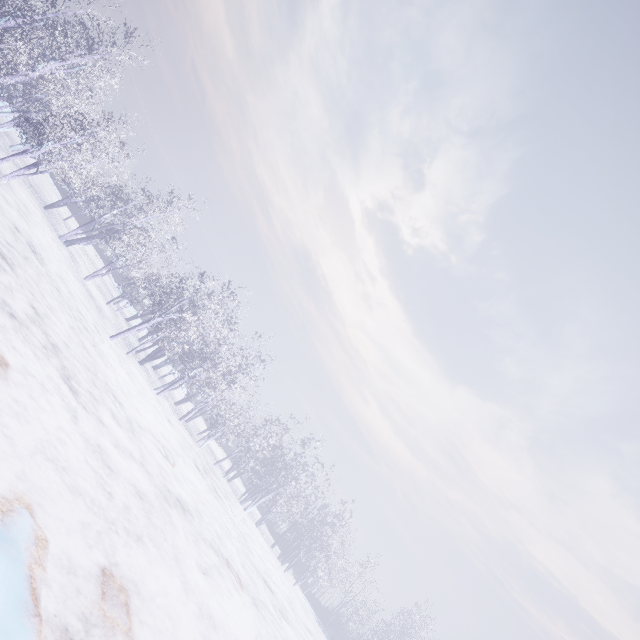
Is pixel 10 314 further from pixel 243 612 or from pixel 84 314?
pixel 243 612
